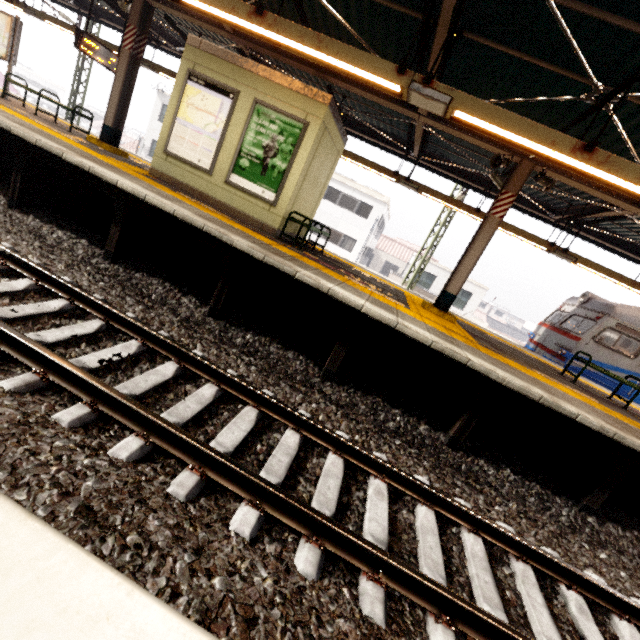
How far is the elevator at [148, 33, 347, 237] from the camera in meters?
6.5 m

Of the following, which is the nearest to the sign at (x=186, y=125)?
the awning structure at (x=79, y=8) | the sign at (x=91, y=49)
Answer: the awning structure at (x=79, y=8)

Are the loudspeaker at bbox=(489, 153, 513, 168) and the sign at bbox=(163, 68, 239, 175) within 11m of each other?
yes

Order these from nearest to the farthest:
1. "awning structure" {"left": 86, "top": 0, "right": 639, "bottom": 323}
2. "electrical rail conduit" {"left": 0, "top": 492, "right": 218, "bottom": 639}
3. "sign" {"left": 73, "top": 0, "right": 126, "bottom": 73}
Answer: "electrical rail conduit" {"left": 0, "top": 492, "right": 218, "bottom": 639} < "awning structure" {"left": 86, "top": 0, "right": 639, "bottom": 323} < "sign" {"left": 73, "top": 0, "right": 126, "bottom": 73}

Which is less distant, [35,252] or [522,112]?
→ [35,252]

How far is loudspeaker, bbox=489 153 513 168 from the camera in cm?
665

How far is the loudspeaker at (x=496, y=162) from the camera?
6.7 meters

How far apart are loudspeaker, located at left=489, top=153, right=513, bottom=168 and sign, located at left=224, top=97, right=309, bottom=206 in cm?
389
